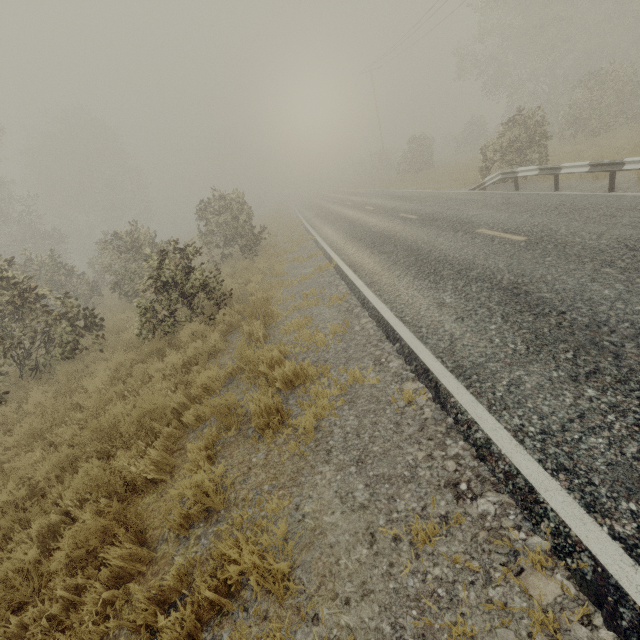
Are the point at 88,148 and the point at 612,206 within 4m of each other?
no

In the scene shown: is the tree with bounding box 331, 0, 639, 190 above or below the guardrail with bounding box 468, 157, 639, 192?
above

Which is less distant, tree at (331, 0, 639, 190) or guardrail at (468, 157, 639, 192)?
guardrail at (468, 157, 639, 192)

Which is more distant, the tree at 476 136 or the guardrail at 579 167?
the tree at 476 136

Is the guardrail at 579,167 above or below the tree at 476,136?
below
